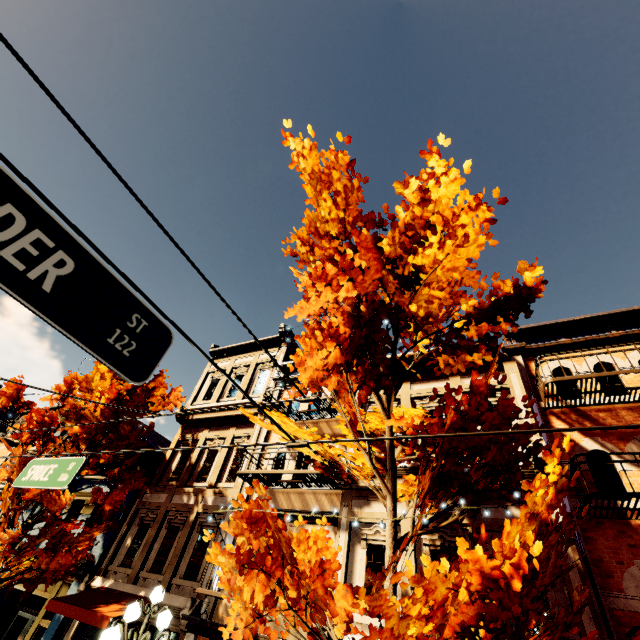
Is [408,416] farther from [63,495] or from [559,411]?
[63,495]

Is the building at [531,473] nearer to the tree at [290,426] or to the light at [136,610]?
the tree at [290,426]

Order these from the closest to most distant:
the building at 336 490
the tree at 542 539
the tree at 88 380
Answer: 1. the tree at 542 539
2. the building at 336 490
3. the tree at 88 380

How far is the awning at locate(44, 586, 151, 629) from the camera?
8.4 meters

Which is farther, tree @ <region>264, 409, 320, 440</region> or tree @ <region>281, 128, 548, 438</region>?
tree @ <region>264, 409, 320, 440</region>

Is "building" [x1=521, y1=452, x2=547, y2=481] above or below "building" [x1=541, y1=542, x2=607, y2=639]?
above

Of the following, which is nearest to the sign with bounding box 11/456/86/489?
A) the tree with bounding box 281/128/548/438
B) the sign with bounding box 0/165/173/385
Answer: the tree with bounding box 281/128/548/438

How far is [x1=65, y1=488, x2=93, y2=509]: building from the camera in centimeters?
1434cm
